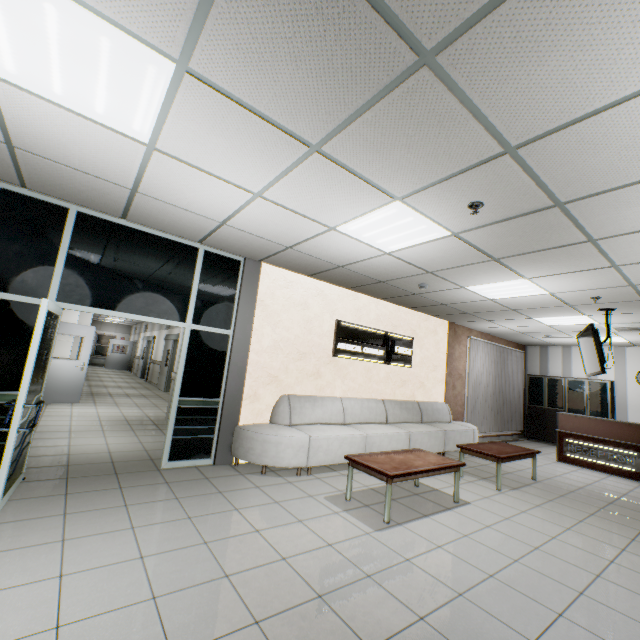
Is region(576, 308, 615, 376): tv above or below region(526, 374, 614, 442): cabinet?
above

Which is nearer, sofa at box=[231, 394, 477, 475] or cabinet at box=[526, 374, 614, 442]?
sofa at box=[231, 394, 477, 475]

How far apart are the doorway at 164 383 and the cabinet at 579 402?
12.0m

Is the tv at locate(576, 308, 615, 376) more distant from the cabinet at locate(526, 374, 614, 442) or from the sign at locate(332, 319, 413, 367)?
the cabinet at locate(526, 374, 614, 442)

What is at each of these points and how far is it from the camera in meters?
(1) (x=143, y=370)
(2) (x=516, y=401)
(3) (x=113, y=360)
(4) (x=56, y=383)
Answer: (1) doorway, 17.8
(2) blinds, 10.9
(3) door, 22.0
(4) door, 8.0

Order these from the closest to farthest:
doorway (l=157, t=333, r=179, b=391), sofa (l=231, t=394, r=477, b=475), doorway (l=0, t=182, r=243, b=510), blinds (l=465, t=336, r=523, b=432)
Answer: doorway (l=0, t=182, r=243, b=510) → sofa (l=231, t=394, r=477, b=475) → blinds (l=465, t=336, r=523, b=432) → doorway (l=157, t=333, r=179, b=391)

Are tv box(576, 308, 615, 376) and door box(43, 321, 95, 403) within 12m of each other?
yes

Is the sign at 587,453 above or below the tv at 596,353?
below
